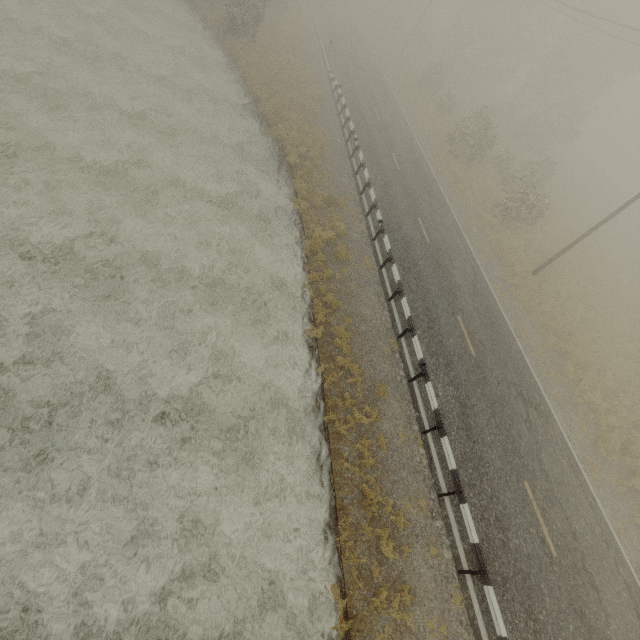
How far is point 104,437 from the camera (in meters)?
8.76
